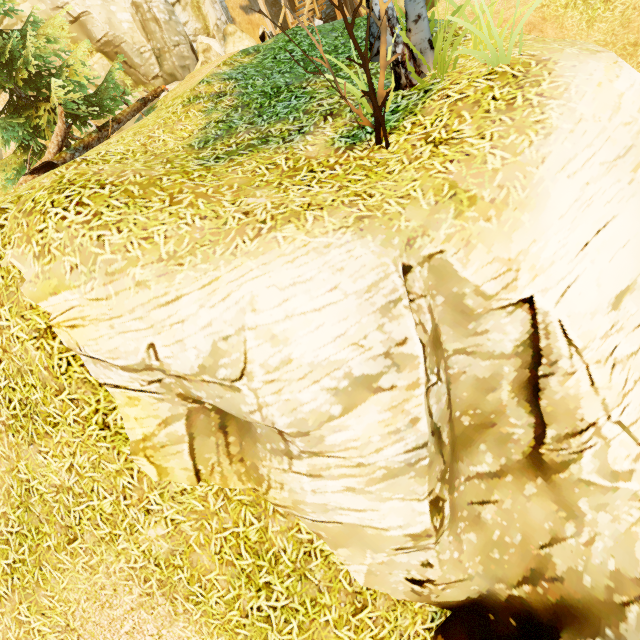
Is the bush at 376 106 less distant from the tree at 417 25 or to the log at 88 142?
the tree at 417 25

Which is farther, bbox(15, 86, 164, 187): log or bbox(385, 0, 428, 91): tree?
bbox(15, 86, 164, 187): log

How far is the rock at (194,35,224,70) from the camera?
A: 15.7m

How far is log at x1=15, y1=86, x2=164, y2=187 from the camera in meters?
7.5 m

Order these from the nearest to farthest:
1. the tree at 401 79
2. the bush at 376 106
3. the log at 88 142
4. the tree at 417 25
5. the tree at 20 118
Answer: the bush at 376 106
the tree at 401 79
the tree at 417 25
the log at 88 142
the tree at 20 118

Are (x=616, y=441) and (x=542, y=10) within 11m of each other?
no
